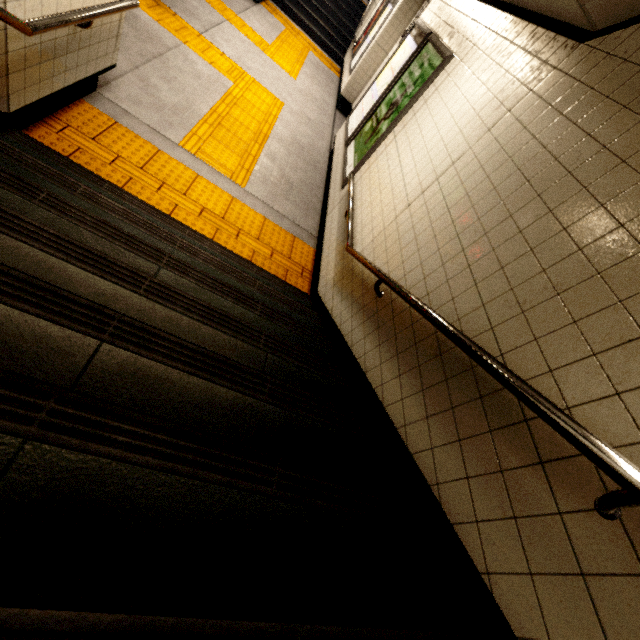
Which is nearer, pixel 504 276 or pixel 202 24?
pixel 504 276

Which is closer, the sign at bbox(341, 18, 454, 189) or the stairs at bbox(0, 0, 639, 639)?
the stairs at bbox(0, 0, 639, 639)

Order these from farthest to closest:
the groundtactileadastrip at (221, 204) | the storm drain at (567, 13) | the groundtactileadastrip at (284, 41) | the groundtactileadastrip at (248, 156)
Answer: the groundtactileadastrip at (284, 41), the groundtactileadastrip at (248, 156), the groundtactileadastrip at (221, 204), the storm drain at (567, 13)

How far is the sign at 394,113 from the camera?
3.6 meters

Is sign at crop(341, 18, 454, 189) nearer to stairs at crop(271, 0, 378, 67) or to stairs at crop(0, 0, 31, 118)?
stairs at crop(0, 0, 31, 118)

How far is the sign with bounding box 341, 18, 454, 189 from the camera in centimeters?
363cm

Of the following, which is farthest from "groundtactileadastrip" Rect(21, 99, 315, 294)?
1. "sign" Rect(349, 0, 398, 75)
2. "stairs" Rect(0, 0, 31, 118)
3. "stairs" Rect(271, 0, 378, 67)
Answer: "stairs" Rect(271, 0, 378, 67)

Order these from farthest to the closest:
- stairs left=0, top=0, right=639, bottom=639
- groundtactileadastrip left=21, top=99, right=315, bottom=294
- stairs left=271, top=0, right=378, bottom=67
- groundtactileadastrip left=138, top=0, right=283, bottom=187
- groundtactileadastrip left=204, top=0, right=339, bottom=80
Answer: stairs left=271, top=0, right=378, bottom=67
groundtactileadastrip left=204, top=0, right=339, bottom=80
groundtactileadastrip left=138, top=0, right=283, bottom=187
groundtactileadastrip left=21, top=99, right=315, bottom=294
stairs left=0, top=0, right=639, bottom=639
